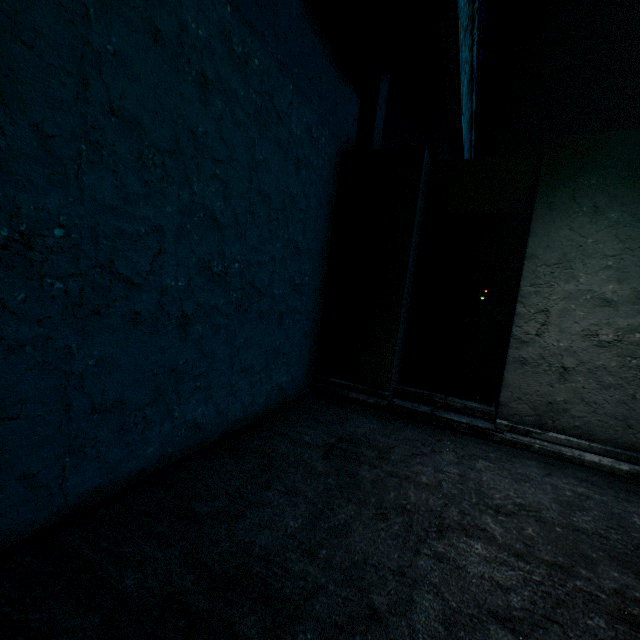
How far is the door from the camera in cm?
347

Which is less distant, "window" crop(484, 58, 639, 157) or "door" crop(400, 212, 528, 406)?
"door" crop(400, 212, 528, 406)

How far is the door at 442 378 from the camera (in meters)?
3.47

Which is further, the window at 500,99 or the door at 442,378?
the window at 500,99

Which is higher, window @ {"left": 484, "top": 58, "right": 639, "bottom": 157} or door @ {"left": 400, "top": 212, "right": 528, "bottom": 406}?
window @ {"left": 484, "top": 58, "right": 639, "bottom": 157}

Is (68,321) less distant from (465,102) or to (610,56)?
(465,102)
